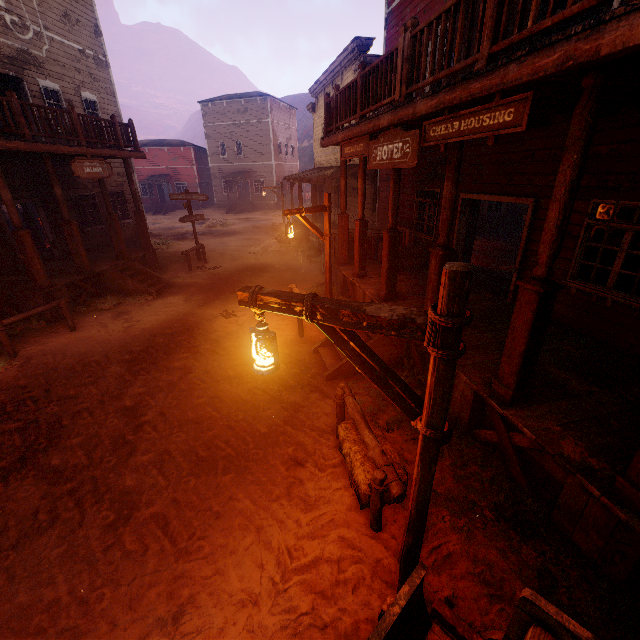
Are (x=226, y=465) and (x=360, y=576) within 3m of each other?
yes

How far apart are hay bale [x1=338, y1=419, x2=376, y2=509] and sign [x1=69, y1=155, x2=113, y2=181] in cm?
1105

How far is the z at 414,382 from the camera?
6.0 meters

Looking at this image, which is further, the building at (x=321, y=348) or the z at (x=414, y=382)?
the building at (x=321, y=348)

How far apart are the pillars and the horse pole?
16.64m

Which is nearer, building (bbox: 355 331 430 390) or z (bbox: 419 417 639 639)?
z (bbox: 419 417 639 639)

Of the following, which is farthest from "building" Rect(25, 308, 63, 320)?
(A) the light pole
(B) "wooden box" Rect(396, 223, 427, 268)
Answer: (A) the light pole

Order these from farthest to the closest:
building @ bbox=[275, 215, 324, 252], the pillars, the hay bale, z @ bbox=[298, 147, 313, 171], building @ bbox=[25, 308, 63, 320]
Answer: z @ bbox=[298, 147, 313, 171] → building @ bbox=[275, 215, 324, 252] → the pillars → building @ bbox=[25, 308, 63, 320] → the hay bale
